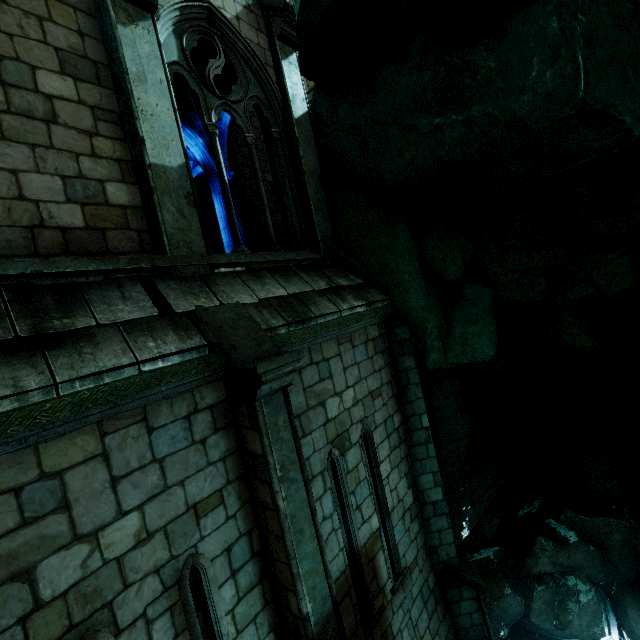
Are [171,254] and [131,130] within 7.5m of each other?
yes
